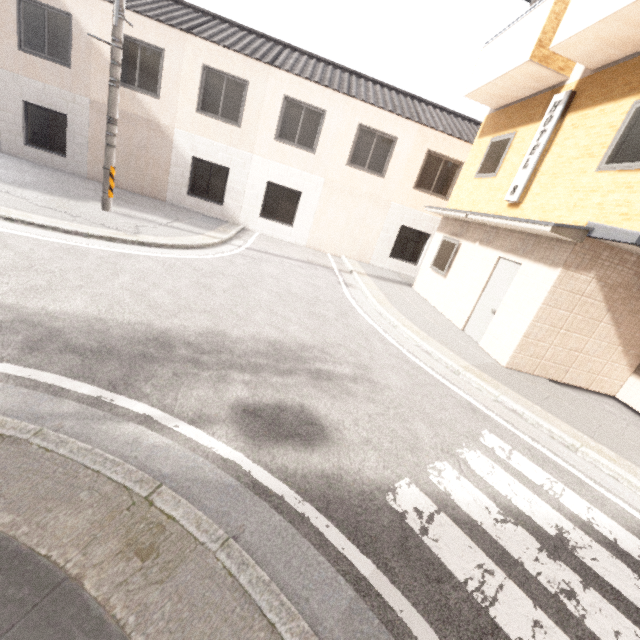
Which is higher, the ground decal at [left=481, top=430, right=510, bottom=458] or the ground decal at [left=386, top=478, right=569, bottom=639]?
the ground decal at [left=481, top=430, right=510, bottom=458]

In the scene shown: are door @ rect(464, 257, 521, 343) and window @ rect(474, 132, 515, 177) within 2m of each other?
no

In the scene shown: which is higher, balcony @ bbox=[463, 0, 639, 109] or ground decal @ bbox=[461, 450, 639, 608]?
balcony @ bbox=[463, 0, 639, 109]

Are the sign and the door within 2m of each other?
yes

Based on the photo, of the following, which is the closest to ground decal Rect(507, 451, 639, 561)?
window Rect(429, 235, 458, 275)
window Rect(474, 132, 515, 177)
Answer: window Rect(429, 235, 458, 275)

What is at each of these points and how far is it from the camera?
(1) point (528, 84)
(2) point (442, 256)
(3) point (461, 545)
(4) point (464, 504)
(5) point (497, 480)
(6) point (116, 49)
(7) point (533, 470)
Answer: (1) balcony, 7.9m
(2) window, 10.5m
(3) ground decal, 2.6m
(4) ground decal, 3.1m
(5) ground decal, 3.5m
(6) utility pole, 7.5m
(7) ground decal, 3.9m

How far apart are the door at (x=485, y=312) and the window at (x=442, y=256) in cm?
185

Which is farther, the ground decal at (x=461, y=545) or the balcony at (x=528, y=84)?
the balcony at (x=528, y=84)
